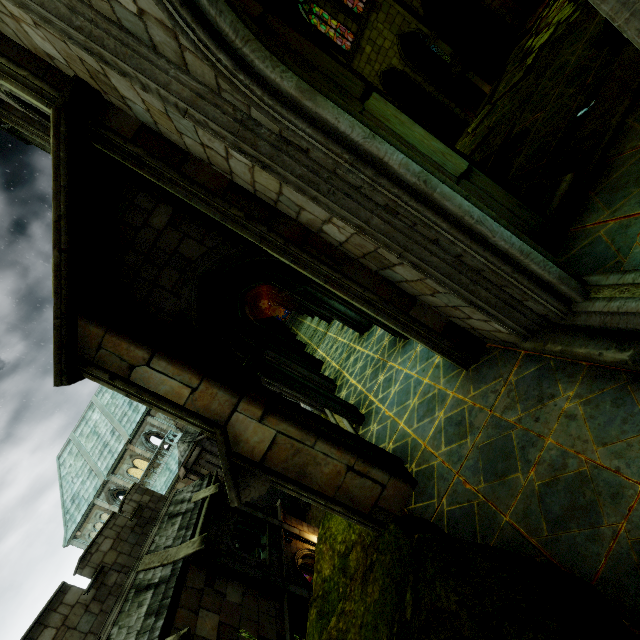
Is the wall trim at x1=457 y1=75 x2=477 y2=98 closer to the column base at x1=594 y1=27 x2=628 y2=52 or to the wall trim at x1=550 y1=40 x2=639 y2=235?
the column base at x1=594 y1=27 x2=628 y2=52

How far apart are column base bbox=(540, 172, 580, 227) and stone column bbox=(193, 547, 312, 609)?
14.7m

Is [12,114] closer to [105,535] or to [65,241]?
[65,241]

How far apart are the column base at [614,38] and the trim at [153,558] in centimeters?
1871cm

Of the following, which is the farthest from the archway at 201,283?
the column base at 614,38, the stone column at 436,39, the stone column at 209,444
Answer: the stone column at 436,39

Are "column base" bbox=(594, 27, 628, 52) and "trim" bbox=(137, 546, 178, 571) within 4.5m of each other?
no

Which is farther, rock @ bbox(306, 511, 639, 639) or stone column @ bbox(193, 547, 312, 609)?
stone column @ bbox(193, 547, 312, 609)

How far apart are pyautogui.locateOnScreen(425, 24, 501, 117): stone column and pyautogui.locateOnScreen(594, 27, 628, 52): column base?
14.4 meters
